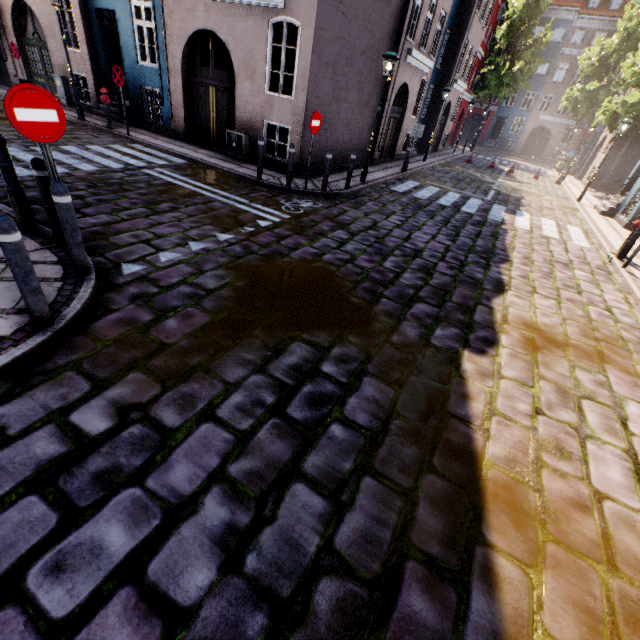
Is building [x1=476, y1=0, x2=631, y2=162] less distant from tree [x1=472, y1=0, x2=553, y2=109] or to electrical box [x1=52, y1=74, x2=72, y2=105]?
electrical box [x1=52, y1=74, x2=72, y2=105]

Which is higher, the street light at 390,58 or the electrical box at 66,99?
the street light at 390,58

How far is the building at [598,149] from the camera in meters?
23.0

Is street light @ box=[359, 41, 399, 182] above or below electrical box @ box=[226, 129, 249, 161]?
above

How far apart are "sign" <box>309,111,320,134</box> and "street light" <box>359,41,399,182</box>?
2.77m

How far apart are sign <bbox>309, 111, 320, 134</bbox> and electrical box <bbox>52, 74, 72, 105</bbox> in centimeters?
1303cm

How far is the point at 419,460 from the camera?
2.9m

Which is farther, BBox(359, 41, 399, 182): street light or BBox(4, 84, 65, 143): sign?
BBox(359, 41, 399, 182): street light
